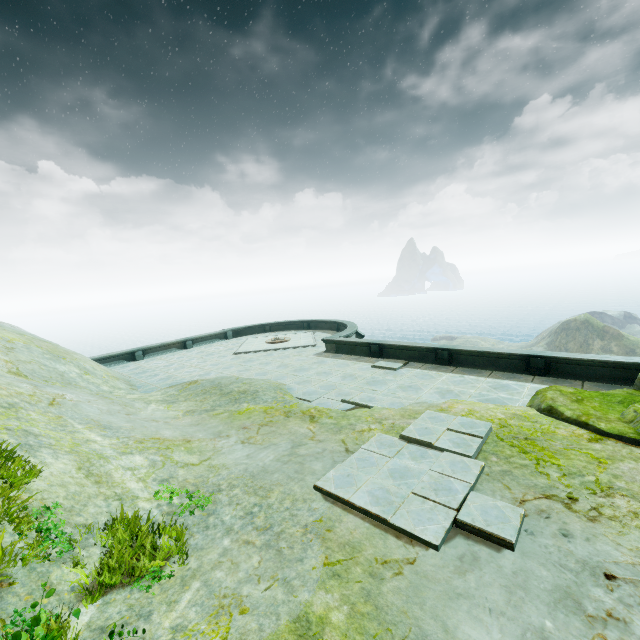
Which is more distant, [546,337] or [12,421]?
[546,337]

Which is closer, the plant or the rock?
the plant

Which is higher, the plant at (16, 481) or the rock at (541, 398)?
the plant at (16, 481)

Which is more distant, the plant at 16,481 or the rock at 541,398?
the rock at 541,398

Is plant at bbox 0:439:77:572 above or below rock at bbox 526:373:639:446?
above
